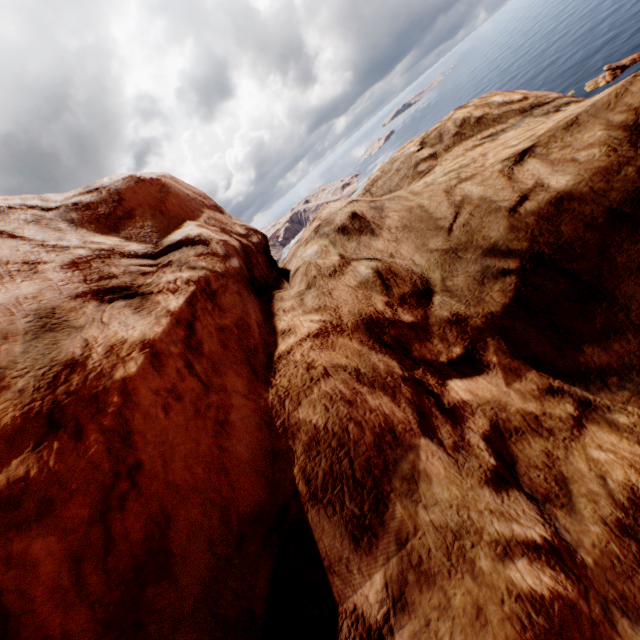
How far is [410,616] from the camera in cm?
229
